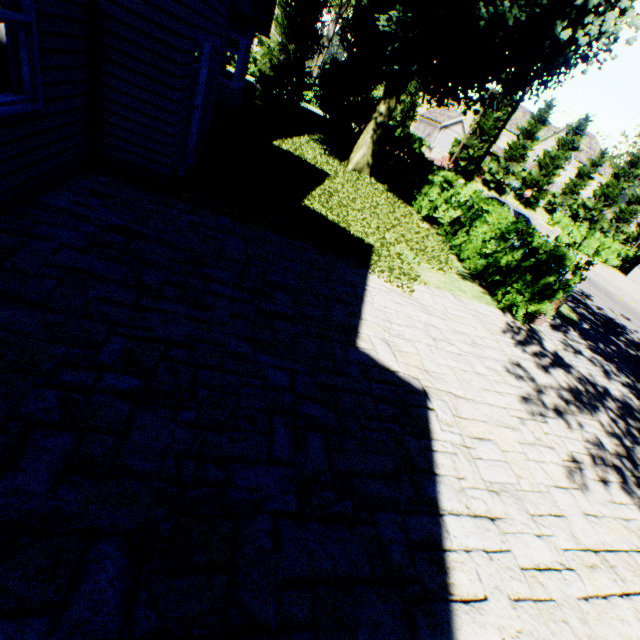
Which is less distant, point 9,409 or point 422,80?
point 9,409

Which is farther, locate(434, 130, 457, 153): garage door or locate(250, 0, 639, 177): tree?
locate(434, 130, 457, 153): garage door

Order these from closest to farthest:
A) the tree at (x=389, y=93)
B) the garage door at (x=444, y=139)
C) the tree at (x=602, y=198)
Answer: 1. the tree at (x=389, y=93)
2. the tree at (x=602, y=198)
3. the garage door at (x=444, y=139)

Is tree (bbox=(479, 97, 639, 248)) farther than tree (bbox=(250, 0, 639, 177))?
Yes

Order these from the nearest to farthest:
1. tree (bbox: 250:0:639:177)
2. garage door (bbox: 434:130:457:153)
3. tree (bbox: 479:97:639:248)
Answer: tree (bbox: 250:0:639:177), tree (bbox: 479:97:639:248), garage door (bbox: 434:130:457:153)

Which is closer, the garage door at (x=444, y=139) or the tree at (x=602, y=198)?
the tree at (x=602, y=198)

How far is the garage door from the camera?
53.5m
